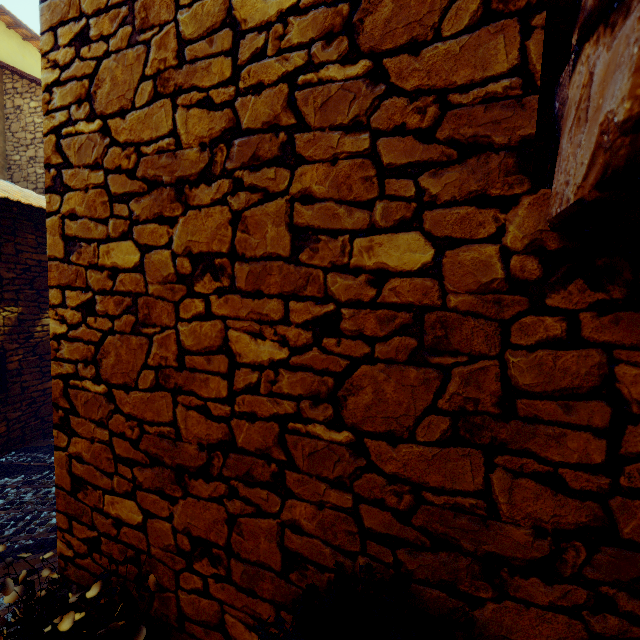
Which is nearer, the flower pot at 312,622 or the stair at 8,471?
the flower pot at 312,622

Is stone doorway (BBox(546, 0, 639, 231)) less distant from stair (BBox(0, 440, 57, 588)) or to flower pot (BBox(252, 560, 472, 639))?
flower pot (BBox(252, 560, 472, 639))

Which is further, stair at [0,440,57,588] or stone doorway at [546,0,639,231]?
stair at [0,440,57,588]

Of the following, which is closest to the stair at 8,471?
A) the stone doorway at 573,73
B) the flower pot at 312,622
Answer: the flower pot at 312,622

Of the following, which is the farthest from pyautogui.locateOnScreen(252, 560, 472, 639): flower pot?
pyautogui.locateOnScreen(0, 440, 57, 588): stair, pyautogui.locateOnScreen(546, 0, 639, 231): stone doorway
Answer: pyautogui.locateOnScreen(546, 0, 639, 231): stone doorway

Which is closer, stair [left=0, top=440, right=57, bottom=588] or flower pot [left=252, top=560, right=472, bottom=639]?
flower pot [left=252, top=560, right=472, bottom=639]

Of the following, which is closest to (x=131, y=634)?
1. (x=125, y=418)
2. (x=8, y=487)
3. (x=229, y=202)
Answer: (x=125, y=418)
